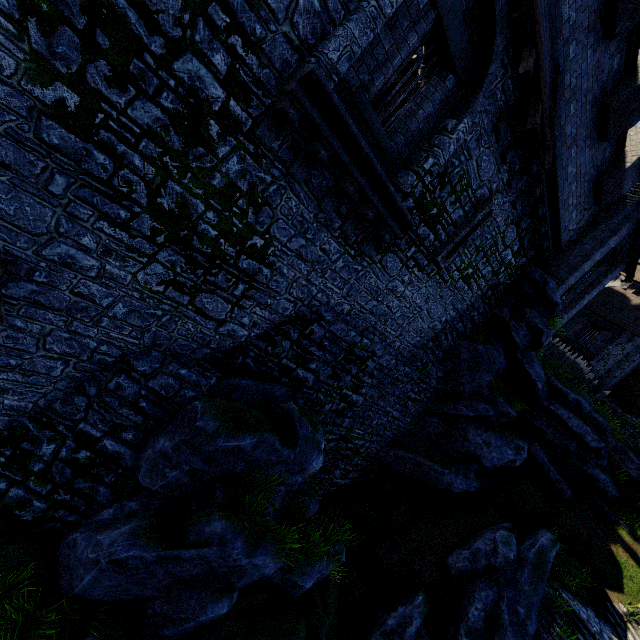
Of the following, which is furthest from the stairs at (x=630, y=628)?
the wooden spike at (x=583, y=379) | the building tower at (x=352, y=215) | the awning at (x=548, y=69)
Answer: the awning at (x=548, y=69)

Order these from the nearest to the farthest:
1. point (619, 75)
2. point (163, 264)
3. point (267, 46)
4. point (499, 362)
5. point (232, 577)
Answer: point (267, 46) → point (163, 264) → point (232, 577) → point (619, 75) → point (499, 362)

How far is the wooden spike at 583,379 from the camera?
18.89m

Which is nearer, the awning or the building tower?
the building tower

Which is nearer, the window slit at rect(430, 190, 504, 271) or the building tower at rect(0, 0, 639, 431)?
the building tower at rect(0, 0, 639, 431)

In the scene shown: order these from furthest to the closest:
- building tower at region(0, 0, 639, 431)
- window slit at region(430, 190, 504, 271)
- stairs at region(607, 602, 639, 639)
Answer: stairs at region(607, 602, 639, 639), window slit at region(430, 190, 504, 271), building tower at region(0, 0, 639, 431)

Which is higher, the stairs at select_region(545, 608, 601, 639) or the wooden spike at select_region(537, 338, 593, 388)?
the wooden spike at select_region(537, 338, 593, 388)

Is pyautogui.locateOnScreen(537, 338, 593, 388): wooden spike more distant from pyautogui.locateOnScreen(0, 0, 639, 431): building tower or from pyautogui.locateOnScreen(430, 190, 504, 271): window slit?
pyautogui.locateOnScreen(430, 190, 504, 271): window slit
